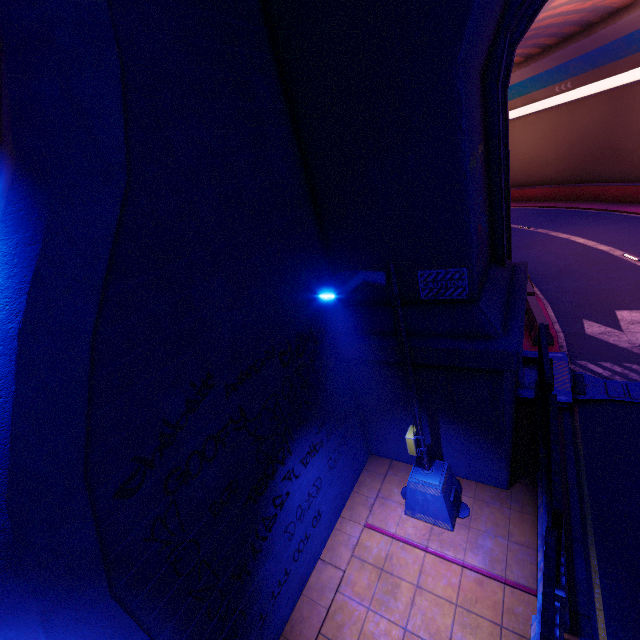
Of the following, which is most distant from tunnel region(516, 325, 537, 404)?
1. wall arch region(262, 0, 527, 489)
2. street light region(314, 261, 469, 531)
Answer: street light region(314, 261, 469, 531)

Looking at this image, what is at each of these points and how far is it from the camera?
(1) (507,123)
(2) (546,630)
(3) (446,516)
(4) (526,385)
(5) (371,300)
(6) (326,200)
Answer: (1) tunnel, 8.2m
(2) fence, 3.1m
(3) street light, 6.7m
(4) tunnel, 9.9m
(5) wall arch, 7.2m
(6) wall arch, 6.6m

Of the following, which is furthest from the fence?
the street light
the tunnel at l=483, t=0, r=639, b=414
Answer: the street light

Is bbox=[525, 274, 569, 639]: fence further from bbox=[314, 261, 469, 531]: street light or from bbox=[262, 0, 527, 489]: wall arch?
bbox=[314, 261, 469, 531]: street light

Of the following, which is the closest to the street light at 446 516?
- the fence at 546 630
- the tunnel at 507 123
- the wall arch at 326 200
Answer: the wall arch at 326 200

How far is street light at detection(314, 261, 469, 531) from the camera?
4.0m

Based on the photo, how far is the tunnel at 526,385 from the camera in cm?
927
